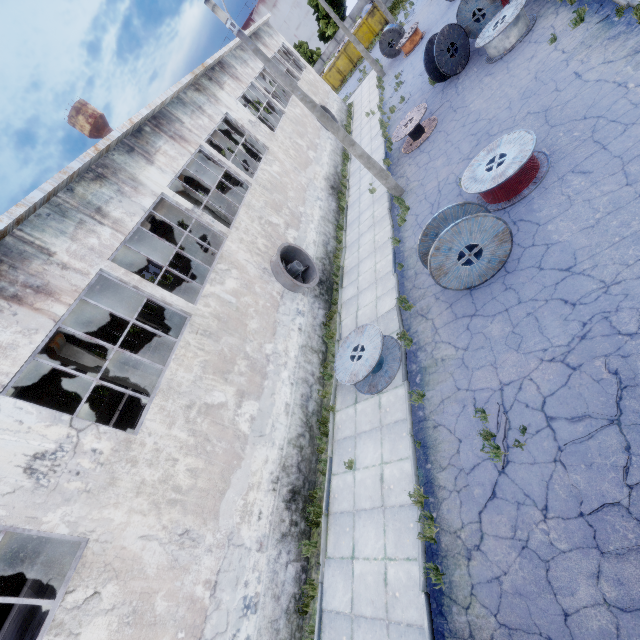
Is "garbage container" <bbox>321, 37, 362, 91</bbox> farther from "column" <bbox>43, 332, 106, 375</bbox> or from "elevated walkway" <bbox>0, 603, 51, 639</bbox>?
"column" <bbox>43, 332, 106, 375</bbox>

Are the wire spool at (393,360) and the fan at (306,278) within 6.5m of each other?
yes

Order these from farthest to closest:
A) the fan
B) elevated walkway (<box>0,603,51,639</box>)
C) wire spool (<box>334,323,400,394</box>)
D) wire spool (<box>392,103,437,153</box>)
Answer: wire spool (<box>392,103,437,153</box>) < the fan < elevated walkway (<box>0,603,51,639</box>) < wire spool (<box>334,323,400,394</box>)

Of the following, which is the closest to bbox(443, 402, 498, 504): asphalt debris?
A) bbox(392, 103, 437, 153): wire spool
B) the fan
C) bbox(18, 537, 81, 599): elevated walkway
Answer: bbox(18, 537, 81, 599): elevated walkway

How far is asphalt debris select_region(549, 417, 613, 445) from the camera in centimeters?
531cm

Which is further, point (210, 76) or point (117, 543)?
point (210, 76)

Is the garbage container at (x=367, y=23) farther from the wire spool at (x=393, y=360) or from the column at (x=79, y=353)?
the column at (x=79, y=353)

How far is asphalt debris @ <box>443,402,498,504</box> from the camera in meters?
6.2 m
